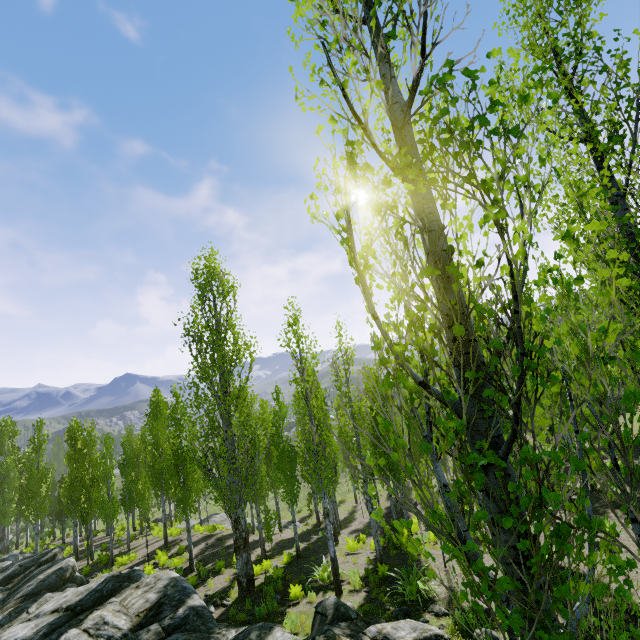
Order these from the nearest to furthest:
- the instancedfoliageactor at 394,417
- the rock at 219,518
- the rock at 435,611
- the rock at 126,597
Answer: the instancedfoliageactor at 394,417 < the rock at 435,611 < the rock at 126,597 < the rock at 219,518

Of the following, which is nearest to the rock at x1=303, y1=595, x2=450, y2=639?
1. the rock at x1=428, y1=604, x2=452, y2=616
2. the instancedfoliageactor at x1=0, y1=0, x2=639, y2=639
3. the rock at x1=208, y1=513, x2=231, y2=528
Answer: the instancedfoliageactor at x1=0, y1=0, x2=639, y2=639

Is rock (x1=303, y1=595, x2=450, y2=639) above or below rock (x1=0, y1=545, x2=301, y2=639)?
above

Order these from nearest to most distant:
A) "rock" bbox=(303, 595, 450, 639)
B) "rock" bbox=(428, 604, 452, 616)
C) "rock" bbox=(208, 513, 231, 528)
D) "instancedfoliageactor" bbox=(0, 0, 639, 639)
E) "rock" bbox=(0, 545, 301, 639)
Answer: "instancedfoliageactor" bbox=(0, 0, 639, 639), "rock" bbox=(303, 595, 450, 639), "rock" bbox=(428, 604, 452, 616), "rock" bbox=(0, 545, 301, 639), "rock" bbox=(208, 513, 231, 528)

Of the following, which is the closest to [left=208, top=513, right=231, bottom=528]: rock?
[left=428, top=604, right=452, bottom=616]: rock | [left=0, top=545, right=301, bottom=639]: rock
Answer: [left=0, top=545, right=301, bottom=639]: rock

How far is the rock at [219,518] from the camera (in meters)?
29.80

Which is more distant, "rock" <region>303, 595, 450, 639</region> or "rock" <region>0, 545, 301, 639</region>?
"rock" <region>0, 545, 301, 639</region>

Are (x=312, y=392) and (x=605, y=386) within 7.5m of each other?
no
